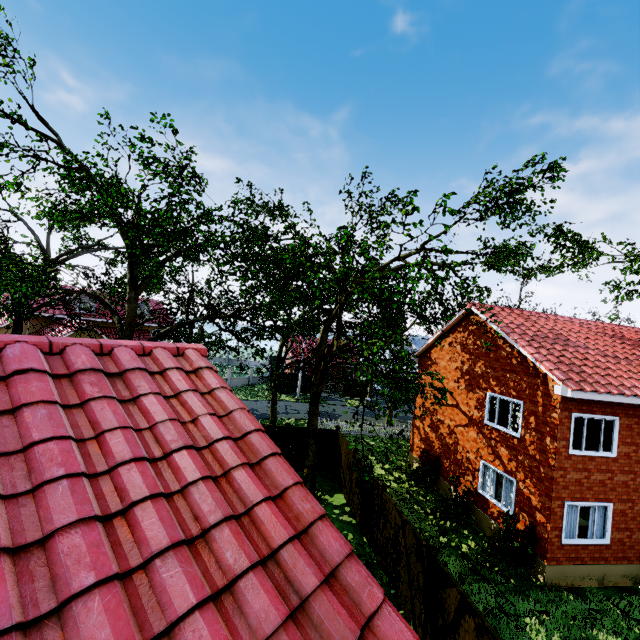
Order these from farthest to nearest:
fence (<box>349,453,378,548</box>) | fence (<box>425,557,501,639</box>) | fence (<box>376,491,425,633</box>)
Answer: fence (<box>349,453,378,548</box>)
fence (<box>376,491,425,633</box>)
fence (<box>425,557,501,639</box>)

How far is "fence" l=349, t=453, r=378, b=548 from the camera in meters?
11.8 m

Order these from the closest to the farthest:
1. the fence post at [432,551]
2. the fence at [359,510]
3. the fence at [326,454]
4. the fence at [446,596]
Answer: the fence at [446,596]
the fence post at [432,551]
the fence at [359,510]
the fence at [326,454]

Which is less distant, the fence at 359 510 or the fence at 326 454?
the fence at 359 510

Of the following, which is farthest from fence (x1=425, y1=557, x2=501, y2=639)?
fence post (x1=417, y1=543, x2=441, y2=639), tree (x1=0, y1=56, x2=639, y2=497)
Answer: tree (x1=0, y1=56, x2=639, y2=497)

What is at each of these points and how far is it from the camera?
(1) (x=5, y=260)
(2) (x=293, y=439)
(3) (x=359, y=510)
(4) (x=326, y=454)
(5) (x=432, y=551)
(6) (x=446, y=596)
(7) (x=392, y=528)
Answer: (1) tree, 11.6m
(2) fence, 17.5m
(3) fence, 13.2m
(4) fence, 17.7m
(5) fence post, 8.0m
(6) fence, 7.3m
(7) fence, 10.2m
